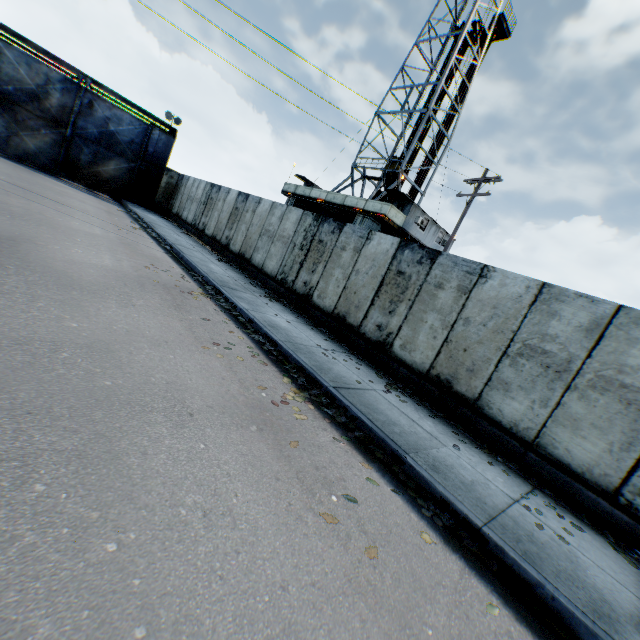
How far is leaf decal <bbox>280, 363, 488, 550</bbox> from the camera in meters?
3.7

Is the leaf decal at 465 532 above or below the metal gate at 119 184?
below

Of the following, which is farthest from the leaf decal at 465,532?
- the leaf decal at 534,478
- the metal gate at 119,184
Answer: the metal gate at 119,184

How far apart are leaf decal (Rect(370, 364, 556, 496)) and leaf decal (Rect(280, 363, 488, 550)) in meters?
1.9

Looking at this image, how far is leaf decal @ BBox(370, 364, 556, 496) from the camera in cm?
570

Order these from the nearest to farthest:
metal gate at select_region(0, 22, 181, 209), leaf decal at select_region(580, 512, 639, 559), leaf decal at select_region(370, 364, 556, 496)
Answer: leaf decal at select_region(580, 512, 639, 559), leaf decal at select_region(370, 364, 556, 496), metal gate at select_region(0, 22, 181, 209)

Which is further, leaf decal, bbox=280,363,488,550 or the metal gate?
the metal gate

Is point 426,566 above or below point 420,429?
below
